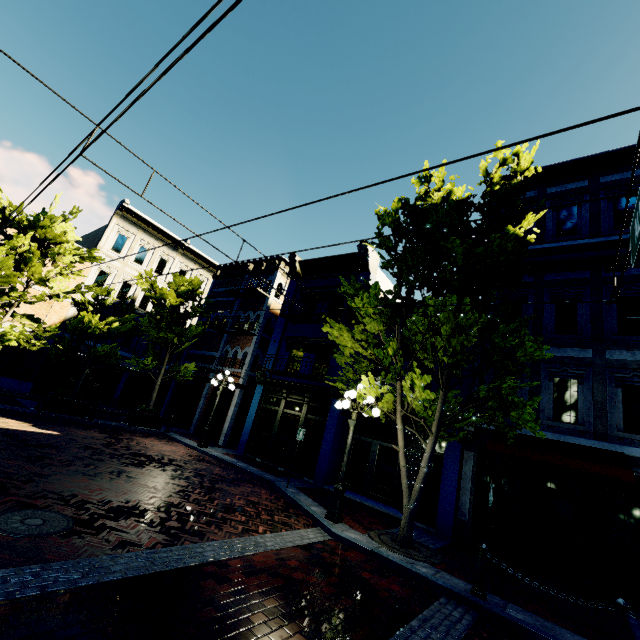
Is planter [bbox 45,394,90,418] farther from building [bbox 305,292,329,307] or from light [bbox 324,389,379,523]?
light [bbox 324,389,379,523]

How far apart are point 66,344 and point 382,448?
14.43m

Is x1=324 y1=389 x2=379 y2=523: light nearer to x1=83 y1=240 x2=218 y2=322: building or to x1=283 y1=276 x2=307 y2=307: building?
x1=283 y1=276 x2=307 y2=307: building

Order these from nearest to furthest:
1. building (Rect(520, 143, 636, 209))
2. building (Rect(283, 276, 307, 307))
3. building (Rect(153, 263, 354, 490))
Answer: building (Rect(520, 143, 636, 209))
building (Rect(153, 263, 354, 490))
building (Rect(283, 276, 307, 307))

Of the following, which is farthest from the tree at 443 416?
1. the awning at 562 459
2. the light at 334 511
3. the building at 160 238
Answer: the building at 160 238

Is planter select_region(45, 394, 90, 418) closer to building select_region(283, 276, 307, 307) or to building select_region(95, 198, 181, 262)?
building select_region(283, 276, 307, 307)

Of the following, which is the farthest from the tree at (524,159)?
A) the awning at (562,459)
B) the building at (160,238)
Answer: the building at (160,238)

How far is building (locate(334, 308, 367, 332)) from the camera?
15.1m
